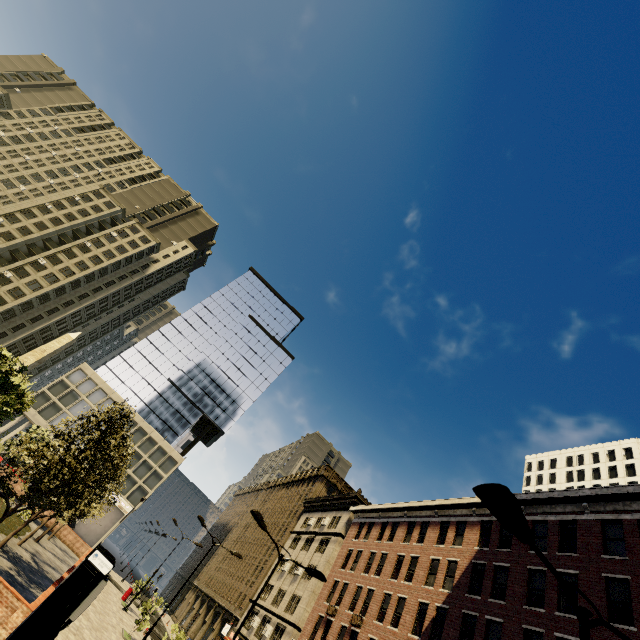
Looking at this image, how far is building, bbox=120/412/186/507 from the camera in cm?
5312

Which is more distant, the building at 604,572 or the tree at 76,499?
the building at 604,572

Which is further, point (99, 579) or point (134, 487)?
point (134, 487)

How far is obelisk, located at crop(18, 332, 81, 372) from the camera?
27.4m

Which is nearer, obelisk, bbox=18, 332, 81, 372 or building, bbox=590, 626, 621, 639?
building, bbox=590, 626, 621, 639

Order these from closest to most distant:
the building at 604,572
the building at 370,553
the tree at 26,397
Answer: the tree at 26,397, the building at 604,572, the building at 370,553

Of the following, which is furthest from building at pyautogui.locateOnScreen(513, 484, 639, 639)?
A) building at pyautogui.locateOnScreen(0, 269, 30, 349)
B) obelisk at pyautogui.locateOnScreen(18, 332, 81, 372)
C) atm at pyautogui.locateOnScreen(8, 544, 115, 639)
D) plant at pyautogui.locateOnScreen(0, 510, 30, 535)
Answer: obelisk at pyautogui.locateOnScreen(18, 332, 81, 372)
